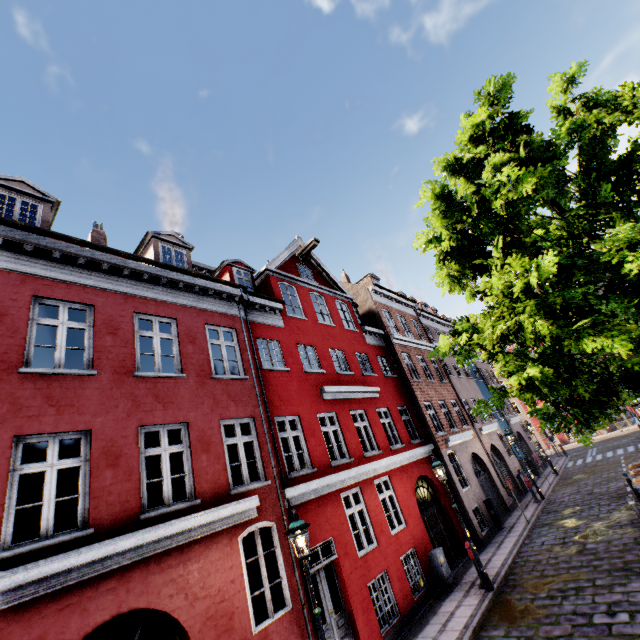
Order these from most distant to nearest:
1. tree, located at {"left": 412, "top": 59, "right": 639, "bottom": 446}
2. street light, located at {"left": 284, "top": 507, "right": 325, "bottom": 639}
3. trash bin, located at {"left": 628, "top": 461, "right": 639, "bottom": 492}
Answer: trash bin, located at {"left": 628, "top": 461, "right": 639, "bottom": 492}
street light, located at {"left": 284, "top": 507, "right": 325, "bottom": 639}
tree, located at {"left": 412, "top": 59, "right": 639, "bottom": 446}

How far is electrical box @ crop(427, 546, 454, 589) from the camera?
11.01m

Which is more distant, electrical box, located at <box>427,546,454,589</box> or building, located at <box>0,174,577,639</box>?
electrical box, located at <box>427,546,454,589</box>

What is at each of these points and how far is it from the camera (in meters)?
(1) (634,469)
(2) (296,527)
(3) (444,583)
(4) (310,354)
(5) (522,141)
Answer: (1) trash bin, 11.91
(2) street light, 6.11
(3) electrical box, 10.99
(4) building, 22.44
(5) tree, 6.16

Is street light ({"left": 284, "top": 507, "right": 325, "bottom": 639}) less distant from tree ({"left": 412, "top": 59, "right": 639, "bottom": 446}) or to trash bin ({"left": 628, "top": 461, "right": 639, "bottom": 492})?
tree ({"left": 412, "top": 59, "right": 639, "bottom": 446})

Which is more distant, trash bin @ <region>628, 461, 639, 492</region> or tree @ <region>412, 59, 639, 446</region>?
trash bin @ <region>628, 461, 639, 492</region>

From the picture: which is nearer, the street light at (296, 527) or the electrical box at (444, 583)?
the street light at (296, 527)

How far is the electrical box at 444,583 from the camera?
11.0m
